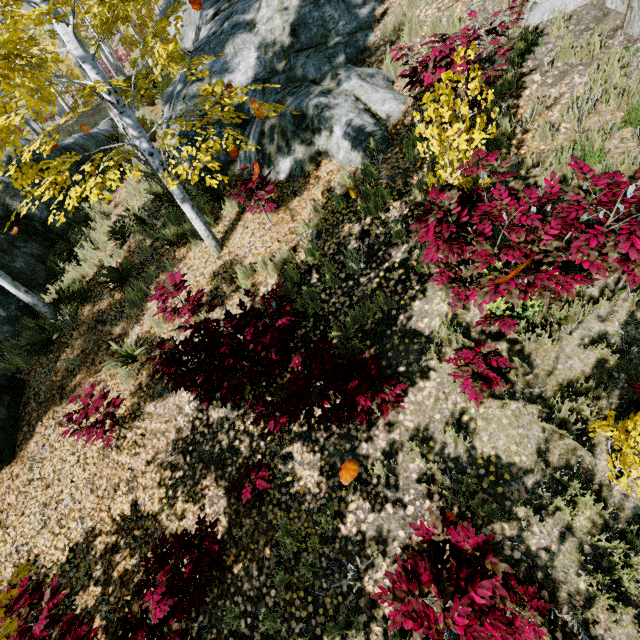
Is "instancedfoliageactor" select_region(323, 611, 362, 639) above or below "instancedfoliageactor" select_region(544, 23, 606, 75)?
below

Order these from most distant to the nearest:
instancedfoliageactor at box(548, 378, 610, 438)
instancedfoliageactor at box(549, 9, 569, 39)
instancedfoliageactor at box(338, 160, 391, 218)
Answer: instancedfoliageactor at box(338, 160, 391, 218) → instancedfoliageactor at box(549, 9, 569, 39) → instancedfoliageactor at box(548, 378, 610, 438)

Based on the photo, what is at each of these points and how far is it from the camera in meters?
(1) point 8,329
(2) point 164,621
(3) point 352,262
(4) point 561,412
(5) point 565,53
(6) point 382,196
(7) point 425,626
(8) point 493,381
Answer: (1) rock, 7.5 m
(2) instancedfoliageactor, 3.1 m
(3) instancedfoliageactor, 5.1 m
(4) instancedfoliageactor, 3.1 m
(5) instancedfoliageactor, 4.5 m
(6) instancedfoliageactor, 5.2 m
(7) instancedfoliageactor, 2.3 m
(8) instancedfoliageactor, 3.4 m

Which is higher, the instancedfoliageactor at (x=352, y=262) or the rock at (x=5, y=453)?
the instancedfoliageactor at (x=352, y=262)

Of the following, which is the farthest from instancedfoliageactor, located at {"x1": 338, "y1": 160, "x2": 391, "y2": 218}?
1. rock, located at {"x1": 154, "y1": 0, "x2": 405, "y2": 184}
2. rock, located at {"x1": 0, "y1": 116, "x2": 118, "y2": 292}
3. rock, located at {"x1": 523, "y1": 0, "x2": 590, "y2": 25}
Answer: rock, located at {"x1": 523, "y1": 0, "x2": 590, "y2": 25}

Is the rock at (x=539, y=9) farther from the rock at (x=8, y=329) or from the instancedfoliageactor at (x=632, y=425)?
the rock at (x=8, y=329)

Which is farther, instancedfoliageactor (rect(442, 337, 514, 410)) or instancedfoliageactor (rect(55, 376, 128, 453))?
instancedfoliageactor (rect(55, 376, 128, 453))
